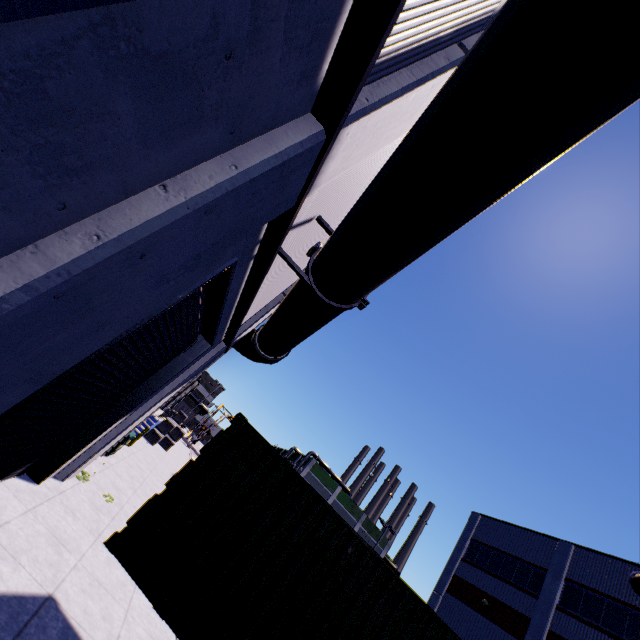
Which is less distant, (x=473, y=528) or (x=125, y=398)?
(x=125, y=398)

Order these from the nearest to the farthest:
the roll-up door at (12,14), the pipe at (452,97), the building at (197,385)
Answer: the roll-up door at (12,14)
the pipe at (452,97)
the building at (197,385)

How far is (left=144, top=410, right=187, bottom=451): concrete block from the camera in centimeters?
2239cm

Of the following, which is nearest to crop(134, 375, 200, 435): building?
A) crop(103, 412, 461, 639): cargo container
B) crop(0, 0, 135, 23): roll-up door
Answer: crop(0, 0, 135, 23): roll-up door

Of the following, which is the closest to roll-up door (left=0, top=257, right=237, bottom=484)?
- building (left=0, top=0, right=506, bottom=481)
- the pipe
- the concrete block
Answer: building (left=0, top=0, right=506, bottom=481)

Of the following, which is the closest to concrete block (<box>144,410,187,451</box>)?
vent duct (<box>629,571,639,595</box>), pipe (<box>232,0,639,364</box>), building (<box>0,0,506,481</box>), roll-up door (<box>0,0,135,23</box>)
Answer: building (<box>0,0,506,481</box>)

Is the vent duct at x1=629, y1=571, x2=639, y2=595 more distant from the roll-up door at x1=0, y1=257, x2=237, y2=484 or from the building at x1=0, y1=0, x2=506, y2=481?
the roll-up door at x1=0, y1=257, x2=237, y2=484

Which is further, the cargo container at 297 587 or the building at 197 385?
the building at 197 385
